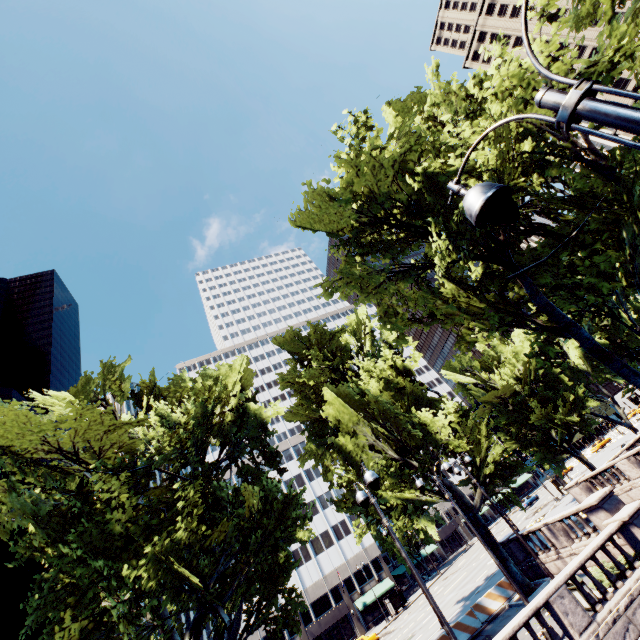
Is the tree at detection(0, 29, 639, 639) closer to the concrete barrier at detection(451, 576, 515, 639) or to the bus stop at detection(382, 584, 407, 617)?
the concrete barrier at detection(451, 576, 515, 639)

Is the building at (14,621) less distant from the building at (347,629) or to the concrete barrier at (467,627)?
the building at (347,629)

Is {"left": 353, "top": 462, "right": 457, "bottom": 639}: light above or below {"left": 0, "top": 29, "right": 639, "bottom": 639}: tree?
below

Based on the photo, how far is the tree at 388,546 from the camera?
57.0m

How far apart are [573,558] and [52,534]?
25.3m

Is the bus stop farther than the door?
No

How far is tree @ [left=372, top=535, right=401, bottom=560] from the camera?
57.0m

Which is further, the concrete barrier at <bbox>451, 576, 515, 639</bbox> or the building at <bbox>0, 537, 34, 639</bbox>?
the building at <bbox>0, 537, 34, 639</bbox>
